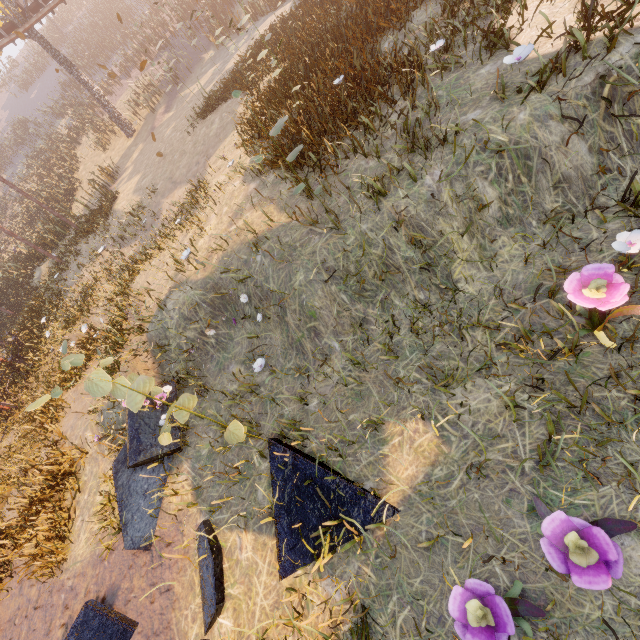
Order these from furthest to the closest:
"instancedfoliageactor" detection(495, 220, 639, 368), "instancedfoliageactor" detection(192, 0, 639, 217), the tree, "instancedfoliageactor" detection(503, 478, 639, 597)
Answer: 1. the tree
2. "instancedfoliageactor" detection(192, 0, 639, 217)
3. "instancedfoliageactor" detection(495, 220, 639, 368)
4. "instancedfoliageactor" detection(503, 478, 639, 597)

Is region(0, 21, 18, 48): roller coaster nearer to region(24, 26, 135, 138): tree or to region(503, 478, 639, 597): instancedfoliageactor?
region(24, 26, 135, 138): tree

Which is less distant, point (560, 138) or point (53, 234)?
point (560, 138)

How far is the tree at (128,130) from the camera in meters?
18.3

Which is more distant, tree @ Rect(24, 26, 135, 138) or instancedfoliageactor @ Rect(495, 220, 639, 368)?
tree @ Rect(24, 26, 135, 138)

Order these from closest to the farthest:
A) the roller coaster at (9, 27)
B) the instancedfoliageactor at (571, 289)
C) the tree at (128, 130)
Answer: the instancedfoliageactor at (571, 289) < the roller coaster at (9, 27) < the tree at (128, 130)

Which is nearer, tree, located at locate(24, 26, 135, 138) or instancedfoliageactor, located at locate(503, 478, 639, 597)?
instancedfoliageactor, located at locate(503, 478, 639, 597)

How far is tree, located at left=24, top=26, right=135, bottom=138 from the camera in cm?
1834
